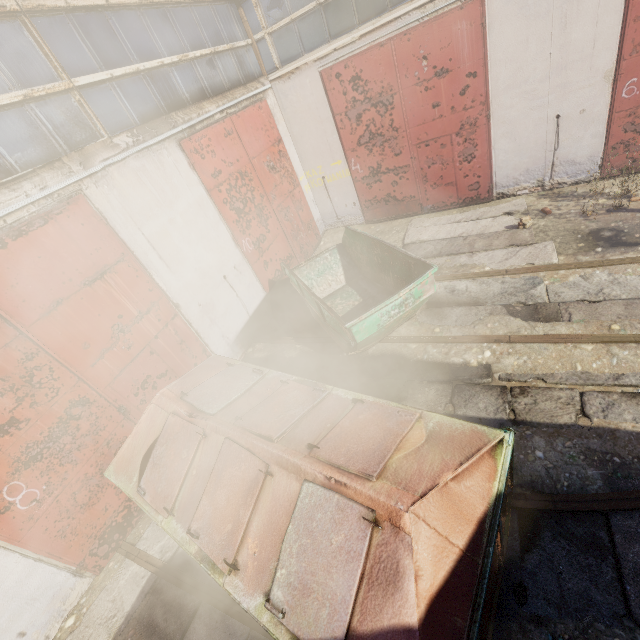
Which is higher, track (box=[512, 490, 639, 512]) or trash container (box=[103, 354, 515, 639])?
trash container (box=[103, 354, 515, 639])

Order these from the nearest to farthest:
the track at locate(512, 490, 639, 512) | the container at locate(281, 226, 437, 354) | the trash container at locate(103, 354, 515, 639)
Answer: the trash container at locate(103, 354, 515, 639) → the track at locate(512, 490, 639, 512) → the container at locate(281, 226, 437, 354)

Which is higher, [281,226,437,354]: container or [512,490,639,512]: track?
A: [281,226,437,354]: container

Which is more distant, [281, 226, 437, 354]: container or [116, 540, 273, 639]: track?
[281, 226, 437, 354]: container

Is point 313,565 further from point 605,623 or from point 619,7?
point 619,7

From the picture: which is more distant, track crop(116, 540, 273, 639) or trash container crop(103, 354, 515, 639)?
track crop(116, 540, 273, 639)

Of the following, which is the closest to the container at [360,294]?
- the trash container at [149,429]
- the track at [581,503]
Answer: the trash container at [149,429]

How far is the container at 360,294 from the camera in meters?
5.0 m
